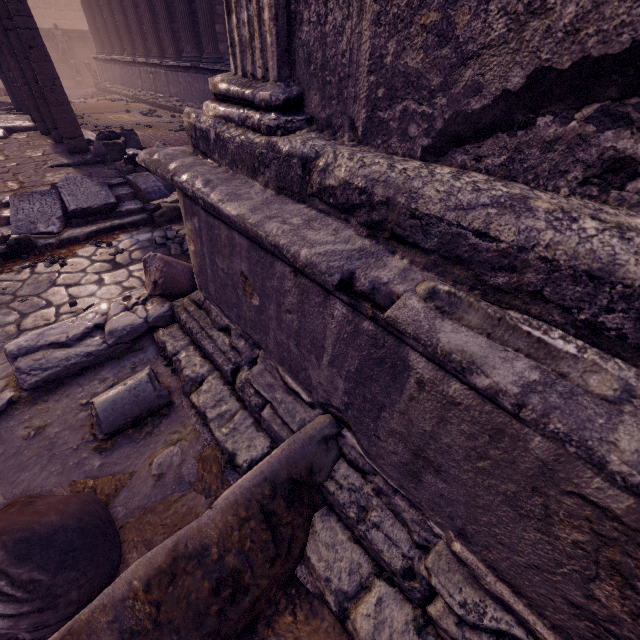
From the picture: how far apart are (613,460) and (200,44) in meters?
14.7

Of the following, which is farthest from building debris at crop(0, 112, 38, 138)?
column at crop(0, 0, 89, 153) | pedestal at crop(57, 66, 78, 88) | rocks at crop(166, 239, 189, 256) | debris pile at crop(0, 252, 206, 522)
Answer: pedestal at crop(57, 66, 78, 88)

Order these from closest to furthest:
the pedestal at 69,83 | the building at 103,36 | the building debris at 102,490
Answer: the building debris at 102,490
the building at 103,36
the pedestal at 69,83

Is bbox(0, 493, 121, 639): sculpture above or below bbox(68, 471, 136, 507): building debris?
above

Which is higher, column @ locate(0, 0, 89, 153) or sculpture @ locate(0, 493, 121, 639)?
column @ locate(0, 0, 89, 153)

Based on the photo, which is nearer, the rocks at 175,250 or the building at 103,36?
the rocks at 175,250

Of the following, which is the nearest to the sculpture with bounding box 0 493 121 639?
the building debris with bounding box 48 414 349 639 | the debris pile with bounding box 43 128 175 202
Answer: the building debris with bounding box 48 414 349 639

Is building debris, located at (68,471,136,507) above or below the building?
below
